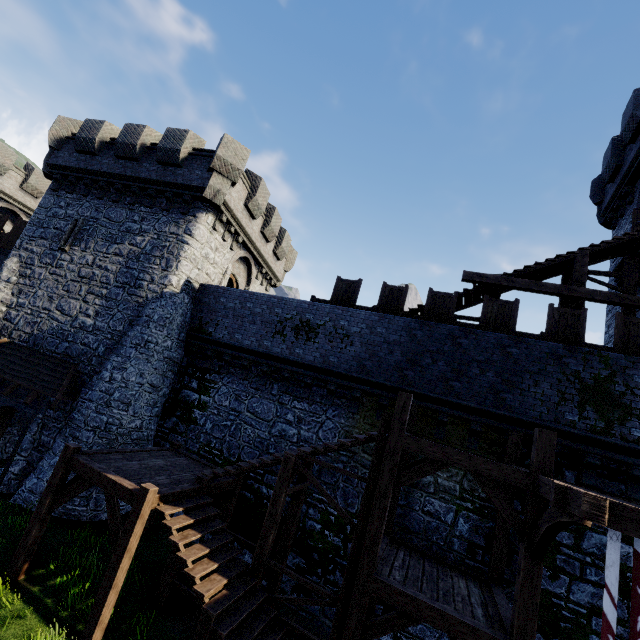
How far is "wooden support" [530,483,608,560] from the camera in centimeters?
445cm

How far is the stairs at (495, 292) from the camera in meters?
12.6

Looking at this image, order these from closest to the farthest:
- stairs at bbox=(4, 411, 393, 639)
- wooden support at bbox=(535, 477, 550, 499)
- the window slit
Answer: wooden support at bbox=(535, 477, 550, 499) < stairs at bbox=(4, 411, 393, 639) < the window slit

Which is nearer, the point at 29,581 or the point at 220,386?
the point at 29,581

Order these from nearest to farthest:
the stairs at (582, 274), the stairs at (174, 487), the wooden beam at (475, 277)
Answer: the stairs at (174, 487)
the wooden beam at (475, 277)
the stairs at (582, 274)

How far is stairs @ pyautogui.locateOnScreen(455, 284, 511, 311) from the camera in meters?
12.6

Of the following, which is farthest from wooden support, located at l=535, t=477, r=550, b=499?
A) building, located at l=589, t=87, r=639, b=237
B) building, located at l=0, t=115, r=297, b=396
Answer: building, located at l=0, t=115, r=297, b=396

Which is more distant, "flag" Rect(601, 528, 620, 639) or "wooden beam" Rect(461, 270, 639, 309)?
"wooden beam" Rect(461, 270, 639, 309)
